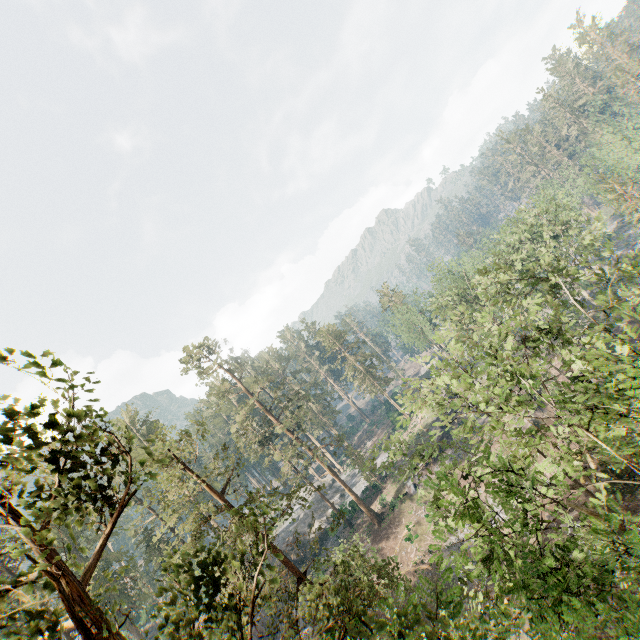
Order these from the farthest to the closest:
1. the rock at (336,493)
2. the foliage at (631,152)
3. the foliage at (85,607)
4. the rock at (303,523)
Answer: the rock at (336,493)
the foliage at (631,152)
the rock at (303,523)
the foliage at (85,607)

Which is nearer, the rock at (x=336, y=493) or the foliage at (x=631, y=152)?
the foliage at (x=631, y=152)

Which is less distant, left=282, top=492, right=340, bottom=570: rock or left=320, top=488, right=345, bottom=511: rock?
left=282, top=492, right=340, bottom=570: rock

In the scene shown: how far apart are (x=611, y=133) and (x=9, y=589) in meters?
84.0

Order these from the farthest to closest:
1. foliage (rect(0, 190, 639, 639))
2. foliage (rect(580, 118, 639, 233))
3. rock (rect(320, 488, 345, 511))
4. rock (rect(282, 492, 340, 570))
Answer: rock (rect(320, 488, 345, 511)) → foliage (rect(580, 118, 639, 233)) → rock (rect(282, 492, 340, 570)) → foliage (rect(0, 190, 639, 639))

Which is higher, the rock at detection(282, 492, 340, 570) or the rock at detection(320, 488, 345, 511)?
the rock at detection(282, 492, 340, 570)

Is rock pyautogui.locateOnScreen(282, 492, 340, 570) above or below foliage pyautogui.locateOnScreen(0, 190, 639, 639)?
below

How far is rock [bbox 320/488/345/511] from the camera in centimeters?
4993cm
